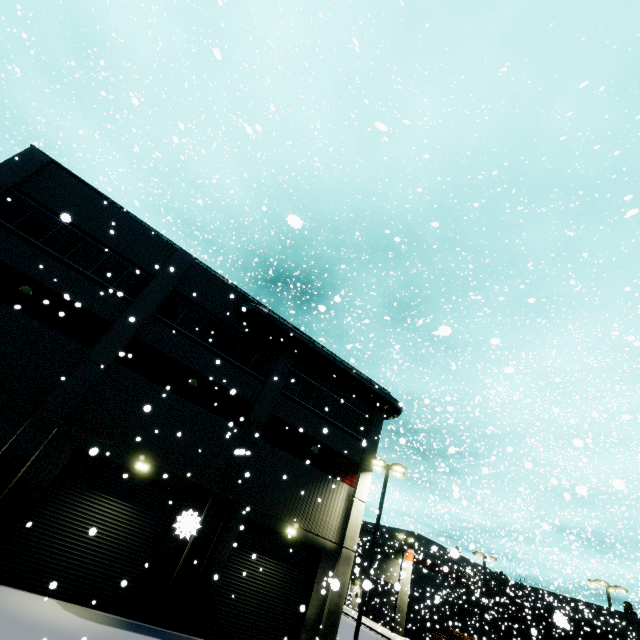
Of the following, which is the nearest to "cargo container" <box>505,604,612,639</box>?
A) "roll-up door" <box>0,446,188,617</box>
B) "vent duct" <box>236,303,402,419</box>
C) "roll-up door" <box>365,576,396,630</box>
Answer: "roll-up door" <box>0,446,188,617</box>

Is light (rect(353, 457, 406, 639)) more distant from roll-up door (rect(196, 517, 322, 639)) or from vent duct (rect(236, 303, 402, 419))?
vent duct (rect(236, 303, 402, 419))

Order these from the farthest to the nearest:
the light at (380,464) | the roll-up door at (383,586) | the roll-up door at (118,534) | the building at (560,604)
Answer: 1. the roll-up door at (383,586)
2. the building at (560,604)
3. the light at (380,464)
4. the roll-up door at (118,534)

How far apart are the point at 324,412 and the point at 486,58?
23.8 meters

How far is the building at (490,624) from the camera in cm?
4526

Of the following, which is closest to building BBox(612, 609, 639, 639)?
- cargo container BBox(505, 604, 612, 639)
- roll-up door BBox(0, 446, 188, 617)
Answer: roll-up door BBox(0, 446, 188, 617)
